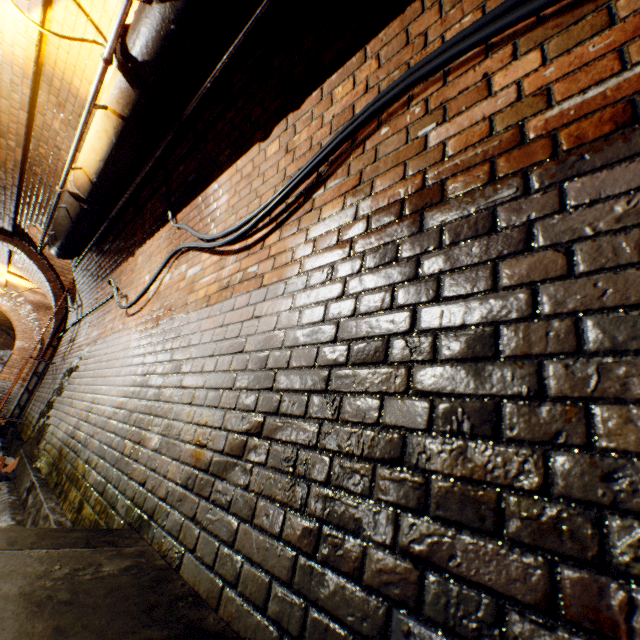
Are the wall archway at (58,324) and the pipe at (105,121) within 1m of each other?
no

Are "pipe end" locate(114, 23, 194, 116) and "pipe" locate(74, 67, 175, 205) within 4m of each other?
yes

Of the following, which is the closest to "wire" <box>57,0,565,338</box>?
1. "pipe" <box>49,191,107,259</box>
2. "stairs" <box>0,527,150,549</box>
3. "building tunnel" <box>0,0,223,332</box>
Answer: "building tunnel" <box>0,0,223,332</box>

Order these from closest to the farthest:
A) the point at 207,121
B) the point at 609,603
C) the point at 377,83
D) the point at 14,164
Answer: the point at 609,603, the point at 377,83, the point at 207,121, the point at 14,164

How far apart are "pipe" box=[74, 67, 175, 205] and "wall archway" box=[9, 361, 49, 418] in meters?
6.3 m

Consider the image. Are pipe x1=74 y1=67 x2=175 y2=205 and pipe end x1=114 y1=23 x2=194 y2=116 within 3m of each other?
yes

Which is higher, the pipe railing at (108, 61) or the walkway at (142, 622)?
the pipe railing at (108, 61)

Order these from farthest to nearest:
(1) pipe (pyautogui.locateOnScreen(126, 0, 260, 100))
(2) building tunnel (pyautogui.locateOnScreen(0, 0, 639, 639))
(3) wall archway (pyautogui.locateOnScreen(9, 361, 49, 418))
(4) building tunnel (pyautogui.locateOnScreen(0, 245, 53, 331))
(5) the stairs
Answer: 1. (4) building tunnel (pyautogui.locateOnScreen(0, 245, 53, 331))
2. (3) wall archway (pyautogui.locateOnScreen(9, 361, 49, 418))
3. (1) pipe (pyautogui.locateOnScreen(126, 0, 260, 100))
4. (5) the stairs
5. (2) building tunnel (pyautogui.locateOnScreen(0, 0, 639, 639))
